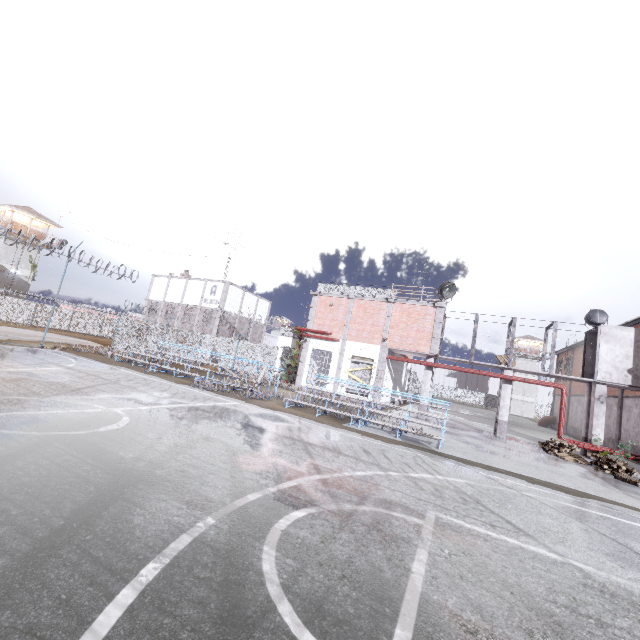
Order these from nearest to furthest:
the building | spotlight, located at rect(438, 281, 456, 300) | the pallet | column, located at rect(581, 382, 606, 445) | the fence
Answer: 1. the pallet
2. column, located at rect(581, 382, 606, 445)
3. spotlight, located at rect(438, 281, 456, 300)
4. the fence
5. the building

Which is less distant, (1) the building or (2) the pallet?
(2) the pallet

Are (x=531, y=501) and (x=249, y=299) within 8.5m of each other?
no

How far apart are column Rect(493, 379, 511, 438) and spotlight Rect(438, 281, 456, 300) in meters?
5.0

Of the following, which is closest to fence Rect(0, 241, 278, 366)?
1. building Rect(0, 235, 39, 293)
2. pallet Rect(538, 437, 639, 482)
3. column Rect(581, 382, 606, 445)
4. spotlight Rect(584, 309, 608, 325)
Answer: pallet Rect(538, 437, 639, 482)

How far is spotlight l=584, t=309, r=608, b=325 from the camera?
18.7m

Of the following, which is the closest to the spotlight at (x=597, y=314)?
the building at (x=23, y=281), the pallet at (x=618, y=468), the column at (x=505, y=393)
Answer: the column at (x=505, y=393)

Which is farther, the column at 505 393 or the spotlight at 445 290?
the spotlight at 445 290
